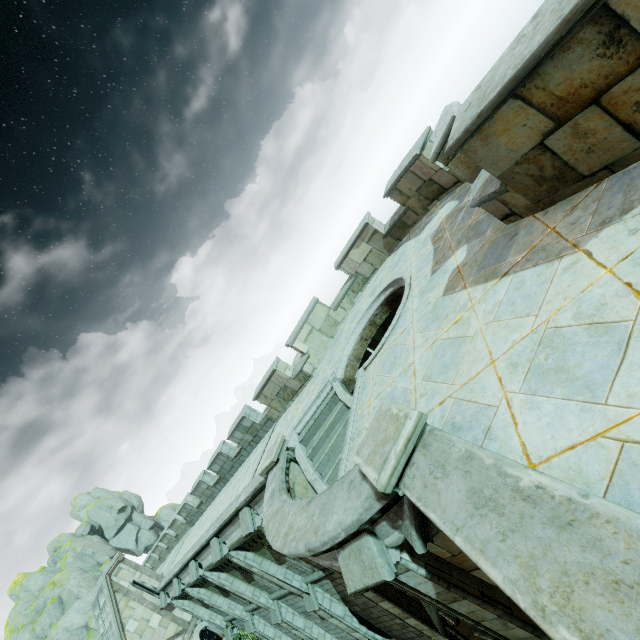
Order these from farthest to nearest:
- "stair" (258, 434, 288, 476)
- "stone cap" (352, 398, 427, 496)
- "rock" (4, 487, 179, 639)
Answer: "rock" (4, 487, 179, 639) → "stair" (258, 434, 288, 476) → "stone cap" (352, 398, 427, 496)

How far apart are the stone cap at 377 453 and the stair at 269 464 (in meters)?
5.42

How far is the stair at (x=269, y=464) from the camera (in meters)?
9.02

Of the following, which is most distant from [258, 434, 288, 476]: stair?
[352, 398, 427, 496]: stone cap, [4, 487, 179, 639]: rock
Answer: [4, 487, 179, 639]: rock

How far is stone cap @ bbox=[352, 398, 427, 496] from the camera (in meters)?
3.31

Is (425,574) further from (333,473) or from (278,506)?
(333,473)

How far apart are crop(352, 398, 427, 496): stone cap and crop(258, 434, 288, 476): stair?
5.4 meters

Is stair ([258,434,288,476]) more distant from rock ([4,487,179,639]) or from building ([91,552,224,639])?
rock ([4,487,179,639])
